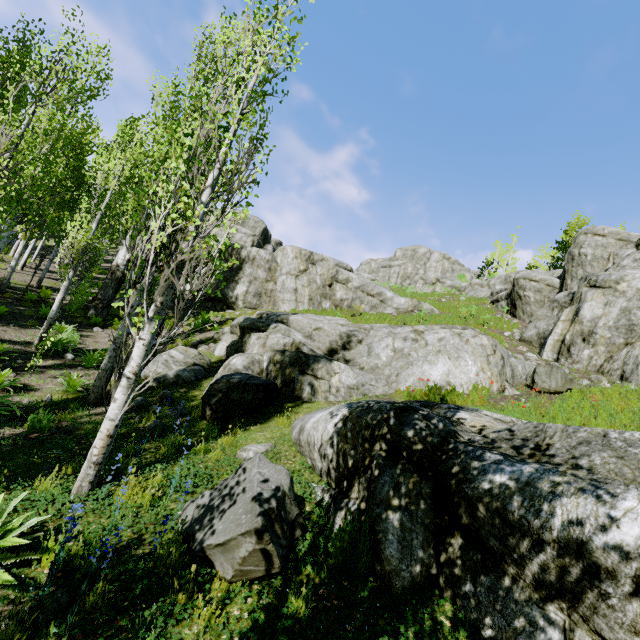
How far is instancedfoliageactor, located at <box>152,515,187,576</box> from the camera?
3.3 meters

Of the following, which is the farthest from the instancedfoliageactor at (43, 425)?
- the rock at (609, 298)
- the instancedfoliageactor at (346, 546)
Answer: the instancedfoliageactor at (346, 546)

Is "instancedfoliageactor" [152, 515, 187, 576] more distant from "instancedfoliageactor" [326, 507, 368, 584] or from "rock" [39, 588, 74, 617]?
"instancedfoliageactor" [326, 507, 368, 584]

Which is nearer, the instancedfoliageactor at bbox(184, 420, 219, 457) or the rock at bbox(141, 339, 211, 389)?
the instancedfoliageactor at bbox(184, 420, 219, 457)

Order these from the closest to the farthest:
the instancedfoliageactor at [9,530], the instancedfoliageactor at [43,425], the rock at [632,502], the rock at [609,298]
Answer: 1. the rock at [632,502]
2. the instancedfoliageactor at [9,530]
3. the instancedfoliageactor at [43,425]
4. the rock at [609,298]

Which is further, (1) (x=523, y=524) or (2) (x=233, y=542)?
(2) (x=233, y=542)

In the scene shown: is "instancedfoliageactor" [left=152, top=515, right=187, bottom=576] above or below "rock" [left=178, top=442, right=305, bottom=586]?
below
